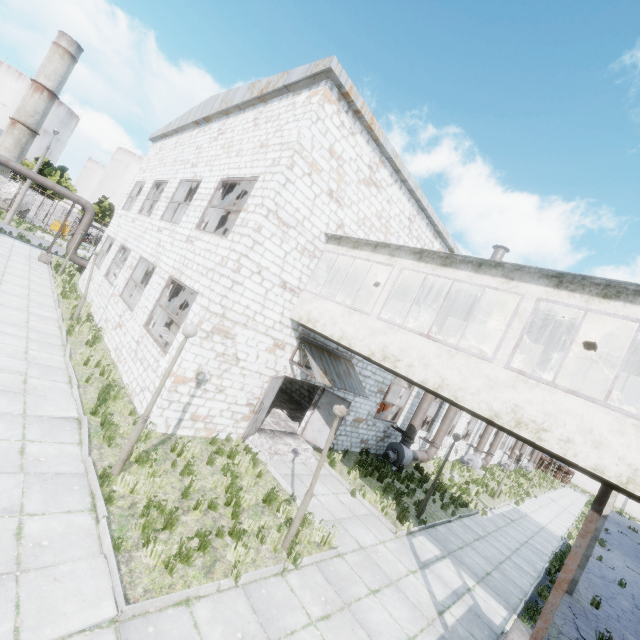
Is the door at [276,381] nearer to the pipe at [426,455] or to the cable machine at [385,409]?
the pipe at [426,455]

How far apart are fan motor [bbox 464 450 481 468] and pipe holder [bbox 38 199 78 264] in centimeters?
3462cm

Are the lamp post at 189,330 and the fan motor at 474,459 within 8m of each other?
no

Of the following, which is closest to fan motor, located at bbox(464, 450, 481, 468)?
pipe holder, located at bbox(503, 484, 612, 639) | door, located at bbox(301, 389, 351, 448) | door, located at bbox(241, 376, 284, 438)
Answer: door, located at bbox(301, 389, 351, 448)

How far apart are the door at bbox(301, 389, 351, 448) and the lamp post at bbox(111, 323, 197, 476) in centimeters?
715cm

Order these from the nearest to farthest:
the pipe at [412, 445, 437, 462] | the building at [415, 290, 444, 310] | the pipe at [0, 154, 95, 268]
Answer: the building at [415, 290, 444, 310], the pipe at [412, 445, 437, 462], the pipe at [0, 154, 95, 268]

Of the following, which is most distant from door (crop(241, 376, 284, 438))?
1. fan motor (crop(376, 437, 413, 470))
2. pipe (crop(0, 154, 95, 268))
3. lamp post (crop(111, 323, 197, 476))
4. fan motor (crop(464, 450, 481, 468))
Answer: fan motor (crop(464, 450, 481, 468))

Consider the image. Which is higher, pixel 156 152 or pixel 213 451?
pixel 156 152
